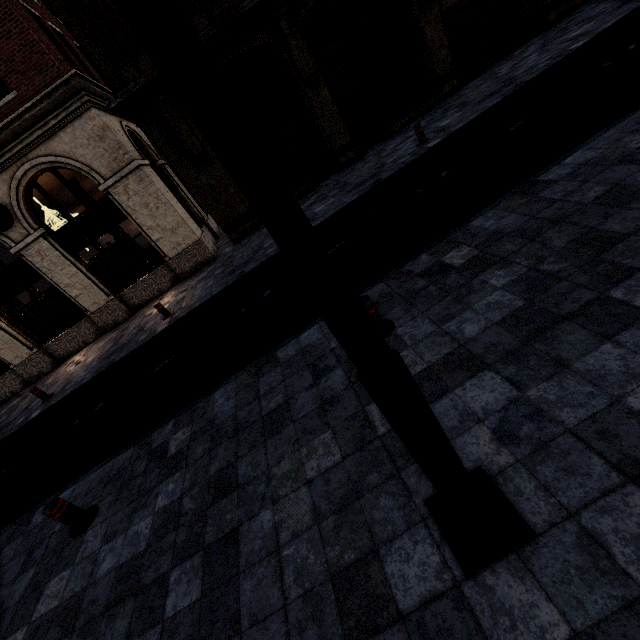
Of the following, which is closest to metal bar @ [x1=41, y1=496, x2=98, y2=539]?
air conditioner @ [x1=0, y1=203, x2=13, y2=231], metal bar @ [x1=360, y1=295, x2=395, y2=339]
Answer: metal bar @ [x1=360, y1=295, x2=395, y2=339]

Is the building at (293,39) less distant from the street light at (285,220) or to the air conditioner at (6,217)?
the air conditioner at (6,217)

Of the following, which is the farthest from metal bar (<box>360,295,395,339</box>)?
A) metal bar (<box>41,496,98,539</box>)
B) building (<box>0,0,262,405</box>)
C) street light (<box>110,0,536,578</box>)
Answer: building (<box>0,0,262,405</box>)

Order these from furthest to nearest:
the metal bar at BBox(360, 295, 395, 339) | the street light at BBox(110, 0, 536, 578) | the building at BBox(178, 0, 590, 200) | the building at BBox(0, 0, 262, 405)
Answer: the building at BBox(178, 0, 590, 200)
the building at BBox(0, 0, 262, 405)
the metal bar at BBox(360, 295, 395, 339)
the street light at BBox(110, 0, 536, 578)

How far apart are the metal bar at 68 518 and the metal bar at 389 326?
4.55m

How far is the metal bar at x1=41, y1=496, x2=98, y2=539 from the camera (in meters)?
4.27

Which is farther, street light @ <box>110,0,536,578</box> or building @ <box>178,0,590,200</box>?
building @ <box>178,0,590,200</box>

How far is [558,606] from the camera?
1.8m
